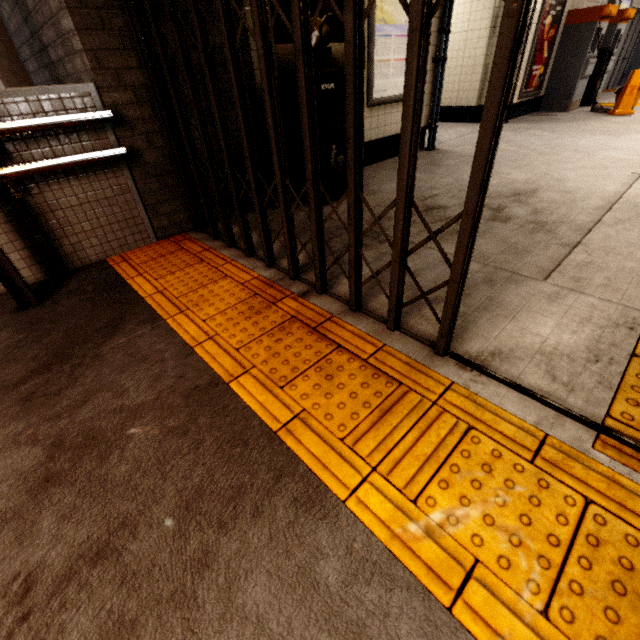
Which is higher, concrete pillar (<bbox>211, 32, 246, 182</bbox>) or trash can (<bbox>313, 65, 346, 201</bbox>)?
concrete pillar (<bbox>211, 32, 246, 182</bbox>)

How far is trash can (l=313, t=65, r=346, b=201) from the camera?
2.89m

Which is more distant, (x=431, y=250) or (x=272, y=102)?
(x=431, y=250)

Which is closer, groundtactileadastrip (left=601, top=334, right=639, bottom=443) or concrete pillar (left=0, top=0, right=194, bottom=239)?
groundtactileadastrip (left=601, top=334, right=639, bottom=443)

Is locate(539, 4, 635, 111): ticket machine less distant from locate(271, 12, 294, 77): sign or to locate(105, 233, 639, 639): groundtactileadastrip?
locate(105, 233, 639, 639): groundtactileadastrip

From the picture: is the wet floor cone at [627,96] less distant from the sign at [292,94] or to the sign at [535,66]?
the sign at [535,66]

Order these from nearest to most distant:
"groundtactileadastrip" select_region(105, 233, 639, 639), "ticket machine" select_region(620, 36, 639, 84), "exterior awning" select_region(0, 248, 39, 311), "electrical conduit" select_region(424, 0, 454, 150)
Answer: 1. "groundtactileadastrip" select_region(105, 233, 639, 639)
2. "exterior awning" select_region(0, 248, 39, 311)
3. "electrical conduit" select_region(424, 0, 454, 150)
4. "ticket machine" select_region(620, 36, 639, 84)

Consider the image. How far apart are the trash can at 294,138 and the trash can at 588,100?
8.9 meters
